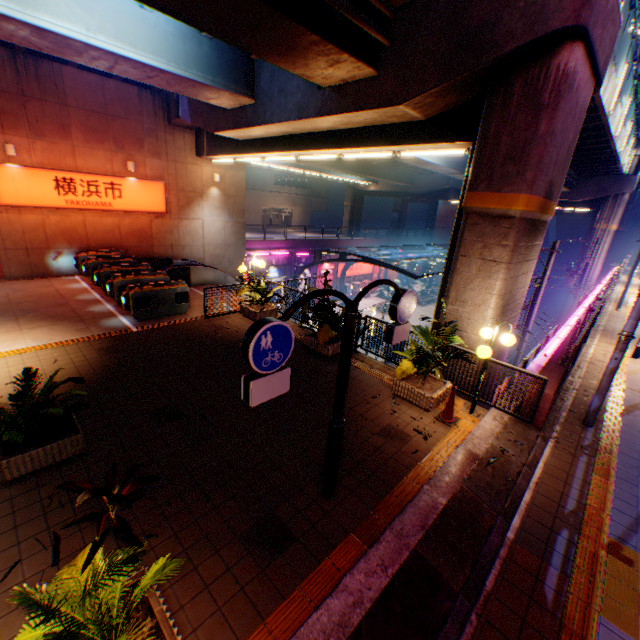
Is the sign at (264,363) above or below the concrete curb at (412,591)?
above

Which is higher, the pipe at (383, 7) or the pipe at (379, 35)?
the pipe at (383, 7)

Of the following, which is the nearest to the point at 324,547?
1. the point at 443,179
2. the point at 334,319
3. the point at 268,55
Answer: the point at 334,319

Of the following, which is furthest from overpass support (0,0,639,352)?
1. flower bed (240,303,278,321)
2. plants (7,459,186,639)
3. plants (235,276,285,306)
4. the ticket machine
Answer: the ticket machine

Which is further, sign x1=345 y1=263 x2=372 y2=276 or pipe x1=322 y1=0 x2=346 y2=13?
sign x1=345 y1=263 x2=372 y2=276

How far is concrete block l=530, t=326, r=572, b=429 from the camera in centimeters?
718cm

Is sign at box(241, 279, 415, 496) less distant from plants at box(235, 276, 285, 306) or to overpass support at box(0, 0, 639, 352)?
plants at box(235, 276, 285, 306)

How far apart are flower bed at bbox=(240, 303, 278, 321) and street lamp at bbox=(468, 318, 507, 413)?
7.25m
